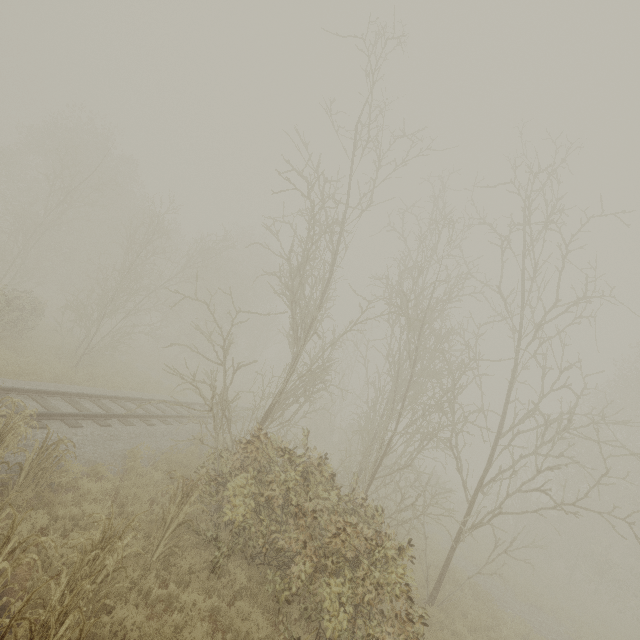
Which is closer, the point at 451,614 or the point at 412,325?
the point at 451,614
